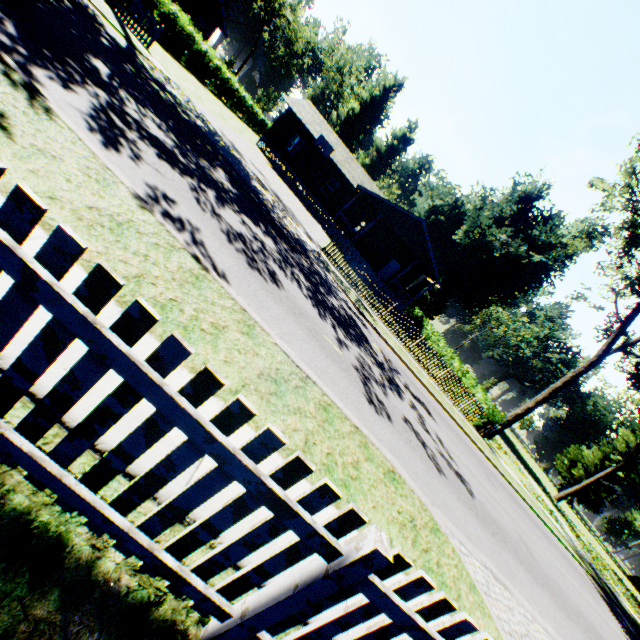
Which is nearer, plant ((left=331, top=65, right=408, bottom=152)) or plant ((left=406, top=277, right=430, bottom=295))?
plant ((left=406, top=277, right=430, bottom=295))

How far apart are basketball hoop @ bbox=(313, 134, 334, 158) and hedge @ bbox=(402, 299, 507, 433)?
19.0 meters

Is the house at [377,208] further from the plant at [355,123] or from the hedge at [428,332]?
the plant at [355,123]

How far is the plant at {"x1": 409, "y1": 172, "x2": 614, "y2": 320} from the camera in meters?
35.9

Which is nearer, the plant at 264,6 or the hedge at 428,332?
the hedge at 428,332

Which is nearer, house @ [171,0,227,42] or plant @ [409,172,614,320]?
house @ [171,0,227,42]

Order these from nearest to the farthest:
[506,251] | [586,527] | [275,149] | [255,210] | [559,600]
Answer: [559,600]
[255,210]
[275,149]
[506,251]
[586,527]

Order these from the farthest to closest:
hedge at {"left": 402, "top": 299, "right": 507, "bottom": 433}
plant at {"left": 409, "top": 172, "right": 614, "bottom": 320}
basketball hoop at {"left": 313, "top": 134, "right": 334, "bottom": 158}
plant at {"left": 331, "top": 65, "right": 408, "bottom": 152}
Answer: plant at {"left": 331, "top": 65, "right": 408, "bottom": 152} < plant at {"left": 409, "top": 172, "right": 614, "bottom": 320} < basketball hoop at {"left": 313, "top": 134, "right": 334, "bottom": 158} < hedge at {"left": 402, "top": 299, "right": 507, "bottom": 433}
